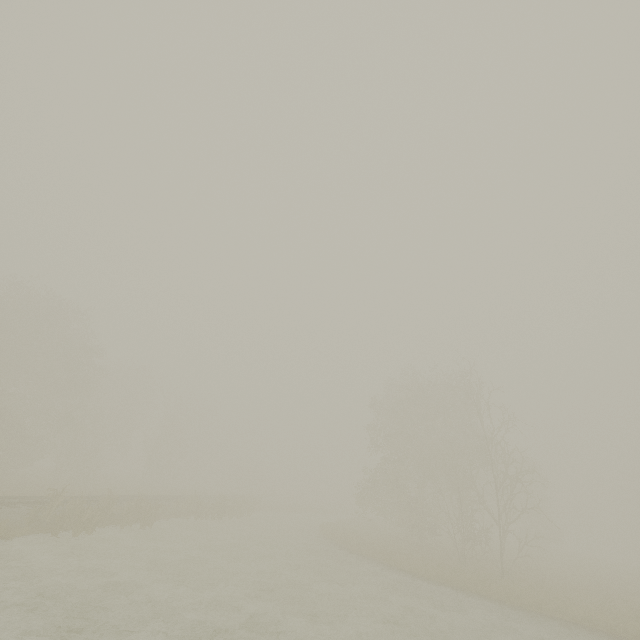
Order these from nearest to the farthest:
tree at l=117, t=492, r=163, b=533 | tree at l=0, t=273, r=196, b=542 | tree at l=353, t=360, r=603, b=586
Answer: tree at l=117, t=492, r=163, b=533 → tree at l=353, t=360, r=603, b=586 → tree at l=0, t=273, r=196, b=542

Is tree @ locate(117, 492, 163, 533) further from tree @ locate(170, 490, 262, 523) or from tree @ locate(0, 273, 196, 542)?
tree @ locate(0, 273, 196, 542)

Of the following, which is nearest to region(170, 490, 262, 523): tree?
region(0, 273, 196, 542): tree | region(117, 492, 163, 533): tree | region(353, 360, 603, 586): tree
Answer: region(117, 492, 163, 533): tree

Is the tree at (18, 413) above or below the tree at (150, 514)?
above

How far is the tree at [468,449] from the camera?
22.69m

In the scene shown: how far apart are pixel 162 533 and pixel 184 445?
30.79m

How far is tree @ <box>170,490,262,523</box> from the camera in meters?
26.1
